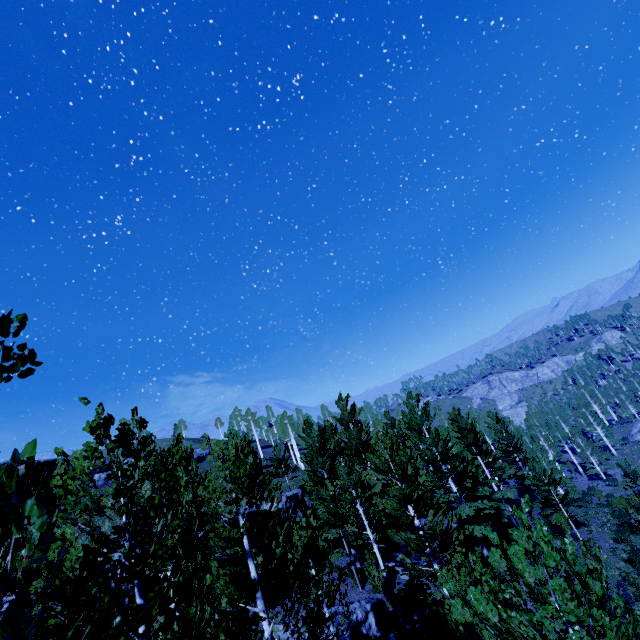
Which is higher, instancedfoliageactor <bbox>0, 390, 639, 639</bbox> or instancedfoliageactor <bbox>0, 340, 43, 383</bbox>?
instancedfoliageactor <bbox>0, 340, 43, 383</bbox>

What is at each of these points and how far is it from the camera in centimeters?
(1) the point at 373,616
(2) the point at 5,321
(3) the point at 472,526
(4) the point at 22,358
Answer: (1) rock, 1596cm
(2) instancedfoliageactor, 191cm
(3) instancedfoliageactor, 2111cm
(4) instancedfoliageactor, 200cm

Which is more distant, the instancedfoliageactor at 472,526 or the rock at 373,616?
the rock at 373,616

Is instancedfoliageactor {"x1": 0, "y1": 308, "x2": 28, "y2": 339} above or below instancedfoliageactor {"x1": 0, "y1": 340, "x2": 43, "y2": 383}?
above

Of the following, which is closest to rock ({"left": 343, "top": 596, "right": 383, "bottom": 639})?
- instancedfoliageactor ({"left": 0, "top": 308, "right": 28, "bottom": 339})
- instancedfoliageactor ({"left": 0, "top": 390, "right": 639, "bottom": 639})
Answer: instancedfoliageactor ({"left": 0, "top": 390, "right": 639, "bottom": 639})

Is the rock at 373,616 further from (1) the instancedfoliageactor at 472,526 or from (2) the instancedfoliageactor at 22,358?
(2) the instancedfoliageactor at 22,358

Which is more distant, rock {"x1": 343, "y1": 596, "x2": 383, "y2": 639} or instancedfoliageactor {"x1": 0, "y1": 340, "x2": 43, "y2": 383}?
rock {"x1": 343, "y1": 596, "x2": 383, "y2": 639}
